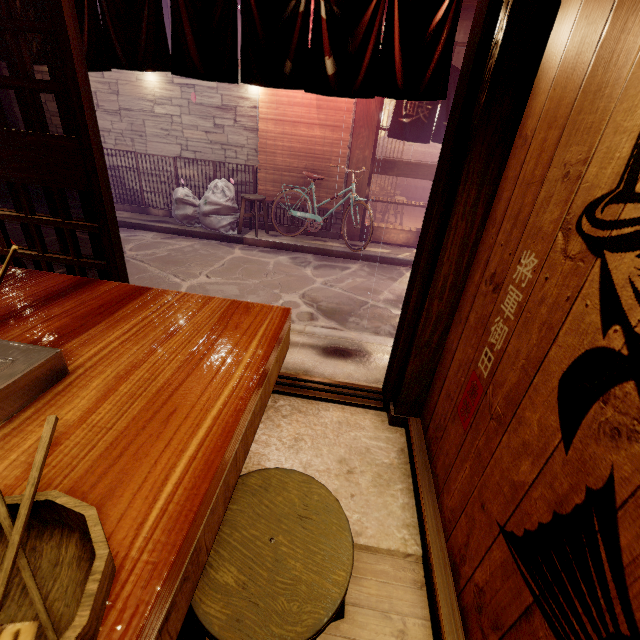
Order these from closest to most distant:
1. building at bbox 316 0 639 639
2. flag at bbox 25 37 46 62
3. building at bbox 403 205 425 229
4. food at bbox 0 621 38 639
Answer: food at bbox 0 621 38 639 → building at bbox 316 0 639 639 → flag at bbox 25 37 46 62 → building at bbox 403 205 425 229

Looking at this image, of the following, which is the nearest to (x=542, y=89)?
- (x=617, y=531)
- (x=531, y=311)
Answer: (x=531, y=311)

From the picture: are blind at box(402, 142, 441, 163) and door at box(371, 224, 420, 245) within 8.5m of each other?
no

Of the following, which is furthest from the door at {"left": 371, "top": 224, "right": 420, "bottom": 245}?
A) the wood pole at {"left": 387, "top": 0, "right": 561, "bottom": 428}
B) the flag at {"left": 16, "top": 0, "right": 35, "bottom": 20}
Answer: the wood pole at {"left": 387, "top": 0, "right": 561, "bottom": 428}

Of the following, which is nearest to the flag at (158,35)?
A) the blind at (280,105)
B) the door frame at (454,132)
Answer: the door frame at (454,132)

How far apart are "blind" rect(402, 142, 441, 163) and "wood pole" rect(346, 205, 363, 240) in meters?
14.3 m

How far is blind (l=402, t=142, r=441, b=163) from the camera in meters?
23.4 m

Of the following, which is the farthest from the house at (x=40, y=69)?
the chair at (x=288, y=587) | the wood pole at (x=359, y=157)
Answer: the chair at (x=288, y=587)
